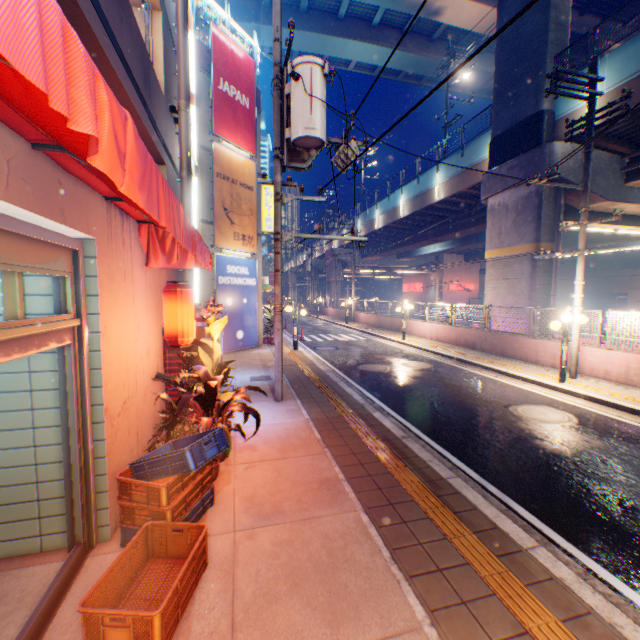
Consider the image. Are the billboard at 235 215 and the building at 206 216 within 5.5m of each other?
yes

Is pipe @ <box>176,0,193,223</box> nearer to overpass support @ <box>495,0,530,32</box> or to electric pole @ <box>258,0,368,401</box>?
electric pole @ <box>258,0,368,401</box>

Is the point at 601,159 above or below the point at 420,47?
below

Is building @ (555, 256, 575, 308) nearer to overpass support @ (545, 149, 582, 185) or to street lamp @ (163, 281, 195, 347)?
overpass support @ (545, 149, 582, 185)

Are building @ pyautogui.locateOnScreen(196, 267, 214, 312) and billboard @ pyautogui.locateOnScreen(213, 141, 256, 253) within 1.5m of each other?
yes

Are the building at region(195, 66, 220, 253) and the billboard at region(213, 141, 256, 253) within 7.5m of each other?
yes

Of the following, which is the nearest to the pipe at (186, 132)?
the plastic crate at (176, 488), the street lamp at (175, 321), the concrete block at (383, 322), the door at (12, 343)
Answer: the street lamp at (175, 321)

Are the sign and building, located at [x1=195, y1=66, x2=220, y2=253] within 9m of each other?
yes
